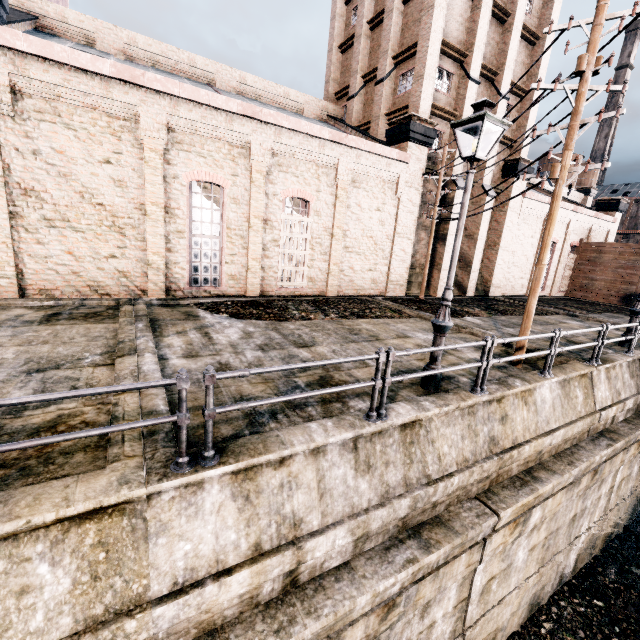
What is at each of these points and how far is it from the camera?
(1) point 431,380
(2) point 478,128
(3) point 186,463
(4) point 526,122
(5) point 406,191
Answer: (1) street light, 7.19m
(2) street light, 6.40m
(3) metal railing, 3.93m
(4) building, 23.11m
(5) building, 18.92m

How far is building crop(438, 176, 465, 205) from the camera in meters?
20.5 m

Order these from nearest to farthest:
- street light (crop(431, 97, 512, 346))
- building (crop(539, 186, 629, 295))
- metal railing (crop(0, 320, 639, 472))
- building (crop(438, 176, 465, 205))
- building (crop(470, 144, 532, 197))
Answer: metal railing (crop(0, 320, 639, 472))
street light (crop(431, 97, 512, 346))
building (crop(438, 176, 465, 205))
building (crop(470, 144, 532, 197))
building (crop(539, 186, 629, 295))

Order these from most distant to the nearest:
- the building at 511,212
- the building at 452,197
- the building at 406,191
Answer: the building at 511,212
the building at 452,197
the building at 406,191

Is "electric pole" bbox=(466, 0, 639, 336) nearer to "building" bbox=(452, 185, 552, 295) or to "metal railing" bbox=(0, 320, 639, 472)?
"building" bbox=(452, 185, 552, 295)

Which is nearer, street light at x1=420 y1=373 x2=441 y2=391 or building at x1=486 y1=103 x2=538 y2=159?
street light at x1=420 y1=373 x2=441 y2=391

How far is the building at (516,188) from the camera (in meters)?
22.55
